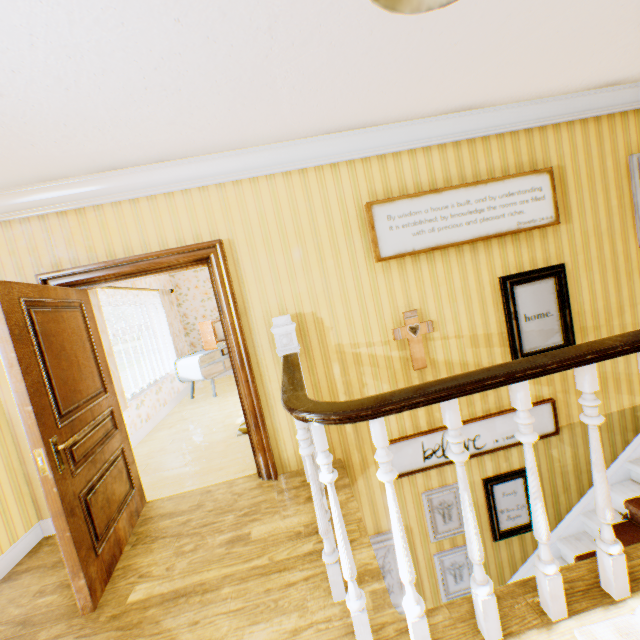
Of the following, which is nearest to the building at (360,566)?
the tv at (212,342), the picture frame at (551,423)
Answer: → the picture frame at (551,423)

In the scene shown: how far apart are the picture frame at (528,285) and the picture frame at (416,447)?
0.45m

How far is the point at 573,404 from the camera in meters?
3.6

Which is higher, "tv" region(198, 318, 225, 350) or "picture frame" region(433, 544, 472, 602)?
"tv" region(198, 318, 225, 350)

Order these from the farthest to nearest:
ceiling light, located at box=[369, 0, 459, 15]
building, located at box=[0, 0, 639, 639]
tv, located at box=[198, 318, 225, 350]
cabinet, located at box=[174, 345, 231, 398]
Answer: tv, located at box=[198, 318, 225, 350] < cabinet, located at box=[174, 345, 231, 398] < building, located at box=[0, 0, 639, 639] < ceiling light, located at box=[369, 0, 459, 15]

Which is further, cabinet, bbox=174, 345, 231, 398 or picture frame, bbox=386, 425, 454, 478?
cabinet, bbox=174, 345, 231, 398

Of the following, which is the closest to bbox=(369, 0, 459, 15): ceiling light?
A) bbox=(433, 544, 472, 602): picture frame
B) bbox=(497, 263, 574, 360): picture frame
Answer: bbox=(497, 263, 574, 360): picture frame

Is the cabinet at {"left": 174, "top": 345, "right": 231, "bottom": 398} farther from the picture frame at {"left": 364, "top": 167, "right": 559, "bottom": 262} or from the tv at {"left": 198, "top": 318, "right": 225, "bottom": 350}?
the picture frame at {"left": 364, "top": 167, "right": 559, "bottom": 262}
